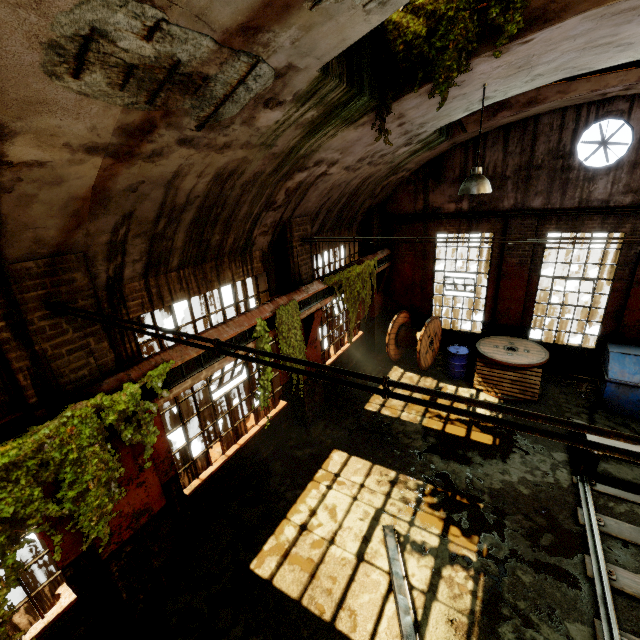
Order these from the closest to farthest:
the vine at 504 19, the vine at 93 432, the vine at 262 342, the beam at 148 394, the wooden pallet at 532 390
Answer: the vine at 93 432, the vine at 504 19, the beam at 148 394, the vine at 262 342, the wooden pallet at 532 390

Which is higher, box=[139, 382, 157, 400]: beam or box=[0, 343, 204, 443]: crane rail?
box=[0, 343, 204, 443]: crane rail

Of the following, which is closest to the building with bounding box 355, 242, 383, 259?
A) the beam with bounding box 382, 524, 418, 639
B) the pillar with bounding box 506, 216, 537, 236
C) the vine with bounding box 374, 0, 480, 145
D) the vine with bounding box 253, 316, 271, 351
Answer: the vine with bounding box 374, 0, 480, 145

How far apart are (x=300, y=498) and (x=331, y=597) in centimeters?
193cm

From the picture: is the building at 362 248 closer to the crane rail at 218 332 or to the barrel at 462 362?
the crane rail at 218 332

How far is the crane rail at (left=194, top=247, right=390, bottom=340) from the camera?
5.5 meters

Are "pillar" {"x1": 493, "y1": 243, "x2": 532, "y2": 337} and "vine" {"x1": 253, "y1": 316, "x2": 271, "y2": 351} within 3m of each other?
no

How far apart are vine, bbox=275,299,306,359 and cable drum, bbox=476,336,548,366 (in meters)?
5.52
